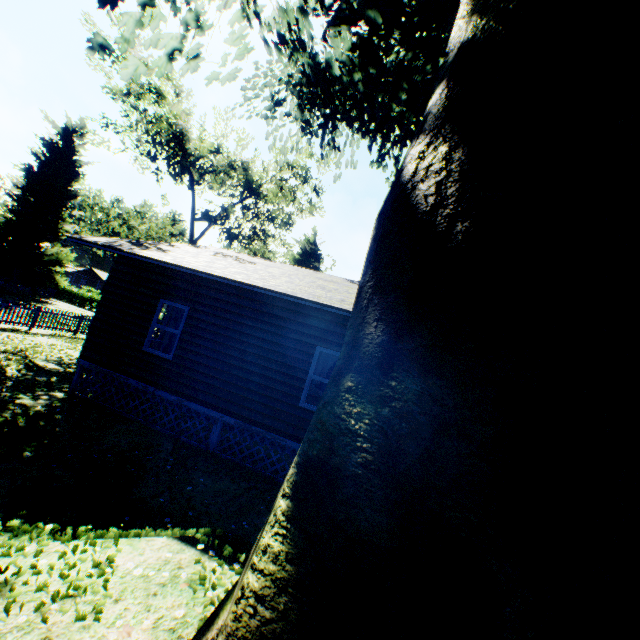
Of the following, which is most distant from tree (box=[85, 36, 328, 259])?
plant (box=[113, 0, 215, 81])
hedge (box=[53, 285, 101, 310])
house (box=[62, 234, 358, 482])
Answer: hedge (box=[53, 285, 101, 310])

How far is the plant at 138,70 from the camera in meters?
7.0

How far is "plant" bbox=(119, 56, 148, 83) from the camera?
7.0m

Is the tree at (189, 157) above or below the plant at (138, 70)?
above

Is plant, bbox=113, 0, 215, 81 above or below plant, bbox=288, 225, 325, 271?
below

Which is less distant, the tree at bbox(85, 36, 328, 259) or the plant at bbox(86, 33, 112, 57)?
the plant at bbox(86, 33, 112, 57)

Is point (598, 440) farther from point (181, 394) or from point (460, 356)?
point (181, 394)

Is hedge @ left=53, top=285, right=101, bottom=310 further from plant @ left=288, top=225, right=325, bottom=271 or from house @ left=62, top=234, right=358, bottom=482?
house @ left=62, top=234, right=358, bottom=482
